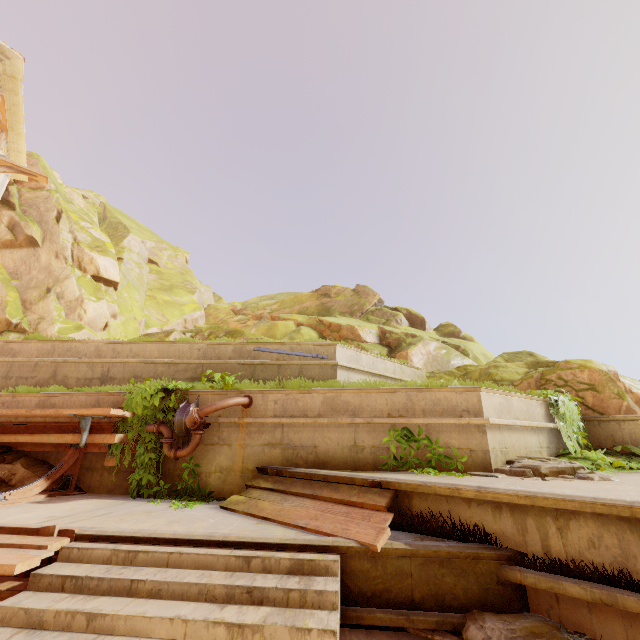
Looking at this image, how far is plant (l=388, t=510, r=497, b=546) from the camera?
3.4m

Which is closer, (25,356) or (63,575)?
(63,575)

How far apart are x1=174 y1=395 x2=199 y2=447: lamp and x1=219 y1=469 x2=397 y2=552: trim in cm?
148

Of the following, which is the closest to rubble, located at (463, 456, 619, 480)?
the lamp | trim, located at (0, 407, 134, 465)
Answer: the lamp

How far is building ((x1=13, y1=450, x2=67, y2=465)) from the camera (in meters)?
6.61

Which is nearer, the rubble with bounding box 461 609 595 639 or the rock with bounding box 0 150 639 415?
the rubble with bounding box 461 609 595 639

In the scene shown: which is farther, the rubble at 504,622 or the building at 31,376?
the building at 31,376

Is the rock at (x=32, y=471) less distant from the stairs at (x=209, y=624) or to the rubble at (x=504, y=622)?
the stairs at (x=209, y=624)
